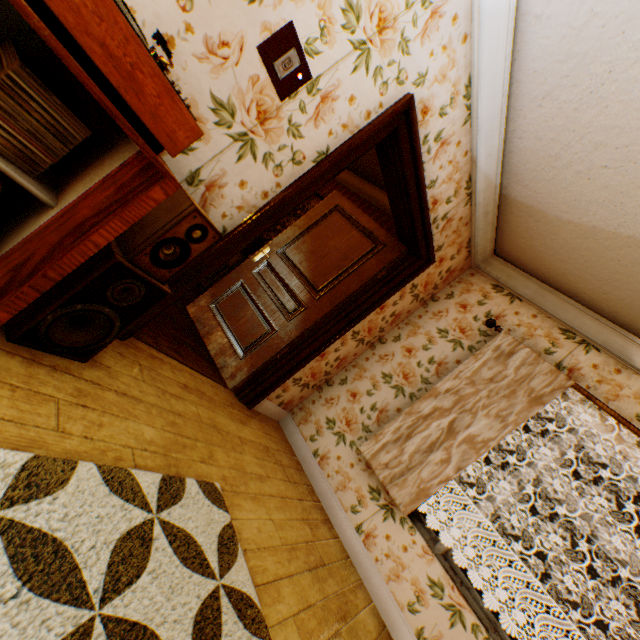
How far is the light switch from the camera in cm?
153

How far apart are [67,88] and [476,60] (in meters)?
2.35

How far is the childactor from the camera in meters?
3.2 m

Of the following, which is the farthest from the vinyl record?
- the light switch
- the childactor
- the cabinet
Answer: the childactor

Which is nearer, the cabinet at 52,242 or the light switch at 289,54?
the cabinet at 52,242

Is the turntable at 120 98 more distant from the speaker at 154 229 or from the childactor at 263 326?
the childactor at 263 326

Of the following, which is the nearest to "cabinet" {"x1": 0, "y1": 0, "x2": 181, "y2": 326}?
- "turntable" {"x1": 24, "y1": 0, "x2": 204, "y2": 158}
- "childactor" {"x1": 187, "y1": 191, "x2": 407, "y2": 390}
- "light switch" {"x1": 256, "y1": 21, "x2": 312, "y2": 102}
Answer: "turntable" {"x1": 24, "y1": 0, "x2": 204, "y2": 158}

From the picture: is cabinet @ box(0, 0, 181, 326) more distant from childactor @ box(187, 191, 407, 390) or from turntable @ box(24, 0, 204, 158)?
childactor @ box(187, 191, 407, 390)
